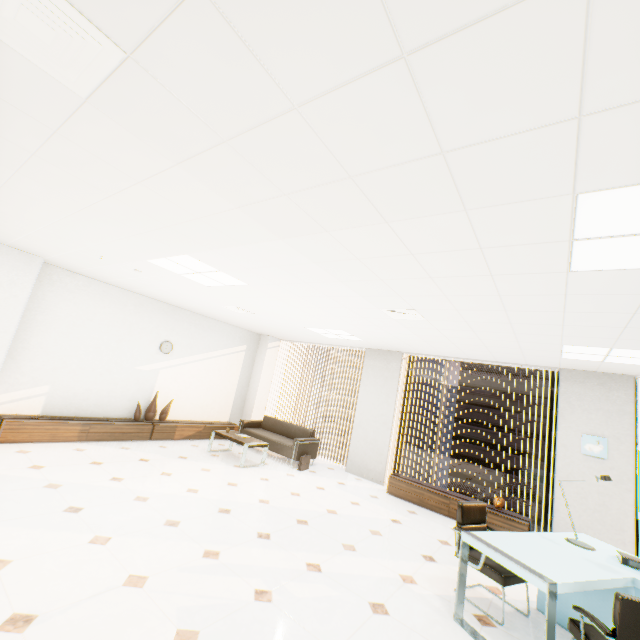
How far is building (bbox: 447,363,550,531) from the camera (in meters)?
49.91

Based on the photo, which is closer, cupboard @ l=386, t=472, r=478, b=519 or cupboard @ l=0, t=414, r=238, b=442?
cupboard @ l=0, t=414, r=238, b=442

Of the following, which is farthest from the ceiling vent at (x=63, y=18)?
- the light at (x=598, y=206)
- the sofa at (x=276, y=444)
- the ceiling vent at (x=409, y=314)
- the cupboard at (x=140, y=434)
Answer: the sofa at (x=276, y=444)

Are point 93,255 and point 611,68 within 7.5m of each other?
yes

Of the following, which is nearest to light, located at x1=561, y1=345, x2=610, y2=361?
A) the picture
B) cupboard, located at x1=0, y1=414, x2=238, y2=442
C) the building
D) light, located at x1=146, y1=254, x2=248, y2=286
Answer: the picture

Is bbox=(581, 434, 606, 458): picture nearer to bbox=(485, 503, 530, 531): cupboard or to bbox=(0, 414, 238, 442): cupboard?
bbox=(485, 503, 530, 531): cupboard

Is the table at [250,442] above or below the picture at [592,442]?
below

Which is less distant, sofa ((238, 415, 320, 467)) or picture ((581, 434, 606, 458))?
picture ((581, 434, 606, 458))
